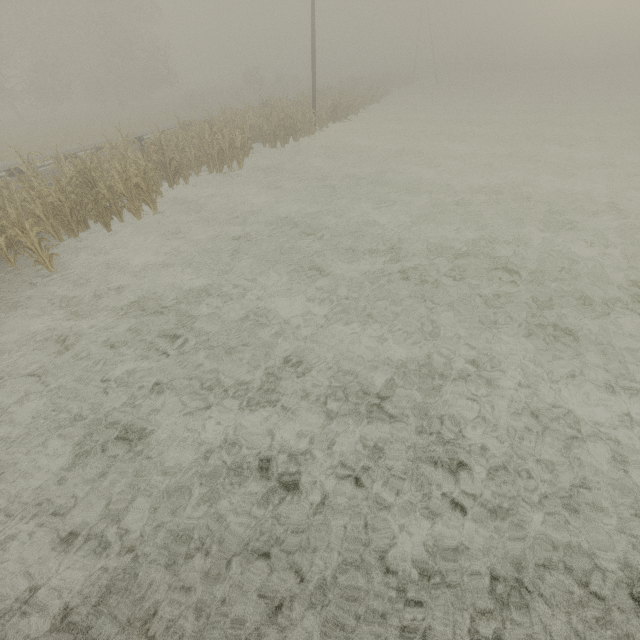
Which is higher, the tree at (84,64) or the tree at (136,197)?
the tree at (84,64)

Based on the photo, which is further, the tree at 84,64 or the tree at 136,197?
the tree at 84,64

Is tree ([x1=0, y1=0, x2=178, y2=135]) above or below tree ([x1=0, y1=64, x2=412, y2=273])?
above

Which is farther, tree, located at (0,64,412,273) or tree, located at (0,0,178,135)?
tree, located at (0,0,178,135)

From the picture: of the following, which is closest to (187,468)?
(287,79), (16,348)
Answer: (16,348)
